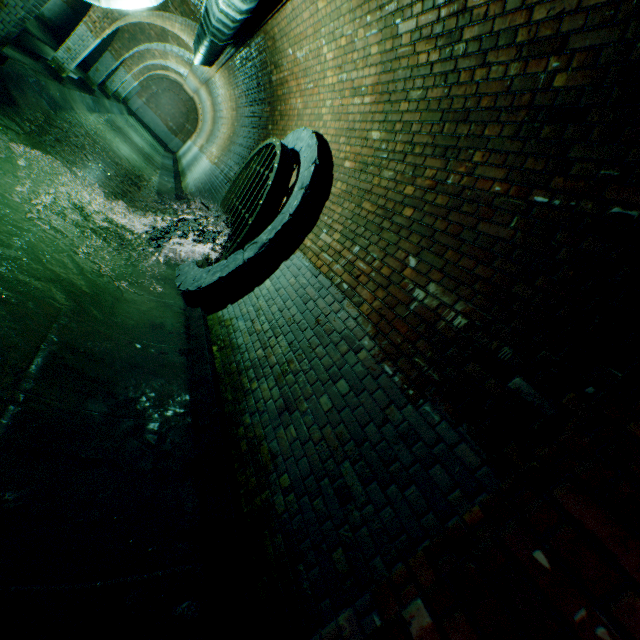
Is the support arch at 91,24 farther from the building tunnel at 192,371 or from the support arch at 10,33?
the support arch at 10,33

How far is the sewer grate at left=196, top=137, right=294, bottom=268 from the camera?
4.5m

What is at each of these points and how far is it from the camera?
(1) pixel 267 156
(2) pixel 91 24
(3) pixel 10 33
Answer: (1) sewer grate, 5.39m
(2) support arch, 9.73m
(3) support arch, 6.20m

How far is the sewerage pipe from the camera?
4.3 meters

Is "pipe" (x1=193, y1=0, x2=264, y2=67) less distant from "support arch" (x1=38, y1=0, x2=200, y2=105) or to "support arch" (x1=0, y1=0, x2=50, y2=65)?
"support arch" (x1=0, y1=0, x2=50, y2=65)

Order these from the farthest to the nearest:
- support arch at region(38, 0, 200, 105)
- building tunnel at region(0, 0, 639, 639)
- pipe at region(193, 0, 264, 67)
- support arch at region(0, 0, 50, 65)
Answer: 1. support arch at region(38, 0, 200, 105)
2. support arch at region(0, 0, 50, 65)
3. pipe at region(193, 0, 264, 67)
4. building tunnel at region(0, 0, 639, 639)

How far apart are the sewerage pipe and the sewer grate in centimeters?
1cm

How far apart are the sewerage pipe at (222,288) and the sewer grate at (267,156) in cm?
1
